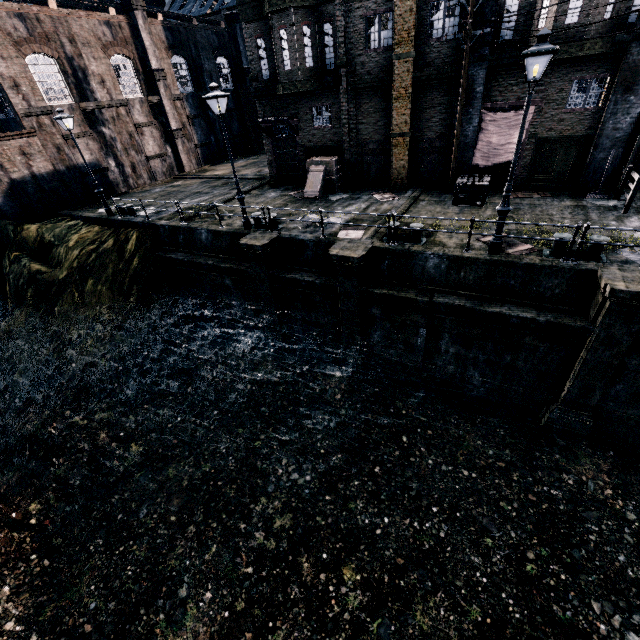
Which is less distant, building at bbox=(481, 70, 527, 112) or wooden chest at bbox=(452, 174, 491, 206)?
building at bbox=(481, 70, 527, 112)

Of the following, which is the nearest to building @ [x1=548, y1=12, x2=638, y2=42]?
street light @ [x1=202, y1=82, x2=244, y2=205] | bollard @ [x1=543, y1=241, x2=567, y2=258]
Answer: bollard @ [x1=543, y1=241, x2=567, y2=258]

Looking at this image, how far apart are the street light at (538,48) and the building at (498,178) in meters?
8.1 m

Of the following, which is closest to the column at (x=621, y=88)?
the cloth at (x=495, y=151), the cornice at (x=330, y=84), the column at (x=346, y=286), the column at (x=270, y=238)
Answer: the cloth at (x=495, y=151)

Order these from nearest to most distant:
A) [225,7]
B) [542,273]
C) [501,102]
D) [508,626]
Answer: [508,626] → [542,273] → [501,102] → [225,7]

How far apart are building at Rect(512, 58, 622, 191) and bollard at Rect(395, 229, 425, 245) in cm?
764

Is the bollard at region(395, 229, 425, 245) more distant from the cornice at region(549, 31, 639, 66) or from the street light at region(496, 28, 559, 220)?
the cornice at region(549, 31, 639, 66)

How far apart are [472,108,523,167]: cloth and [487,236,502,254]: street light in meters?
8.2
